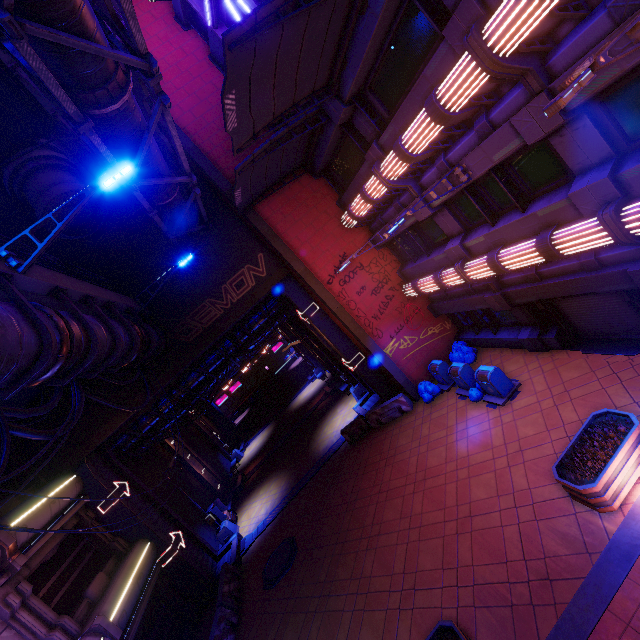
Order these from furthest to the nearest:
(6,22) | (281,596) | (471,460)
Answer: (281,596), (471,460), (6,22)

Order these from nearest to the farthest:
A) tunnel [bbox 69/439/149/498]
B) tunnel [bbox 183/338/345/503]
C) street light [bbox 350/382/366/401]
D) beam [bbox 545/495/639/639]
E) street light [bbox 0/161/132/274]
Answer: beam [bbox 545/495/639/639], street light [bbox 0/161/132/274], tunnel [bbox 69/439/149/498], street light [bbox 350/382/366/401], tunnel [bbox 183/338/345/503]

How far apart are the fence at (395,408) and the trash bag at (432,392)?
0.5 meters

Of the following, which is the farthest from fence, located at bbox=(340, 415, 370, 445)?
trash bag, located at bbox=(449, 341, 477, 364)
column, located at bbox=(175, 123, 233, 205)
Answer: trash bag, located at bbox=(449, 341, 477, 364)

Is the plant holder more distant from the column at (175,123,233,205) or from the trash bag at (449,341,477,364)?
the column at (175,123,233,205)

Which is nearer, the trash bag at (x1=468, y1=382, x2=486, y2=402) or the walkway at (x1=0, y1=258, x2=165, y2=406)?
the walkway at (x1=0, y1=258, x2=165, y2=406)

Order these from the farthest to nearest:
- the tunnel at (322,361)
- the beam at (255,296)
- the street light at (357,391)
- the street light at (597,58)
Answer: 1. the tunnel at (322,361)
2. the street light at (357,391)
3. the beam at (255,296)
4. the street light at (597,58)

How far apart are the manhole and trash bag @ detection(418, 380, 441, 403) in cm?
859
